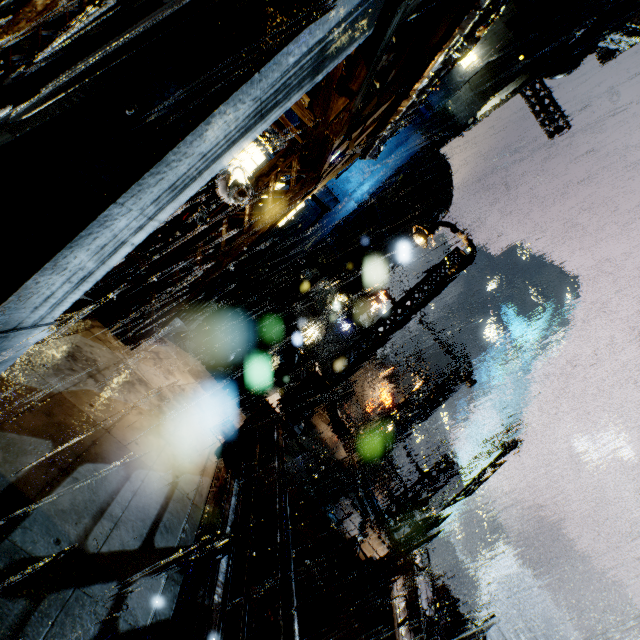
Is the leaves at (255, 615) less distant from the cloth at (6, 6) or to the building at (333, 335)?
the building at (333, 335)

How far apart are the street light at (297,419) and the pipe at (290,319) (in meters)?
13.05

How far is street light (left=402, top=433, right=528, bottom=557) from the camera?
11.2m

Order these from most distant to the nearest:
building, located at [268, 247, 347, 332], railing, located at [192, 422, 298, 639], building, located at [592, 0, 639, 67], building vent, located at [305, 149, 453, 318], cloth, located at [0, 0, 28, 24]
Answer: building, located at [592, 0, 639, 67], building vent, located at [305, 149, 453, 318], building, located at [268, 247, 347, 332], cloth, located at [0, 0, 28, 24], railing, located at [192, 422, 298, 639]

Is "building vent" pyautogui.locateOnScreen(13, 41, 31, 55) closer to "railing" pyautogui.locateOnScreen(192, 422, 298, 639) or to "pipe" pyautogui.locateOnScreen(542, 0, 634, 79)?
"railing" pyautogui.locateOnScreen(192, 422, 298, 639)

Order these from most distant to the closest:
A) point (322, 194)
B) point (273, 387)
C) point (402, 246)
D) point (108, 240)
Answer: point (402, 246) → point (322, 194) → point (273, 387) → point (108, 240)

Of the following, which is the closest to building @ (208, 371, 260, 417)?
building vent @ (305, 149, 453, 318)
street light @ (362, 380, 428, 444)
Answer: building vent @ (305, 149, 453, 318)

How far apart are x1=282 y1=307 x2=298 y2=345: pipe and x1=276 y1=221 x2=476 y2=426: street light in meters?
13.1
